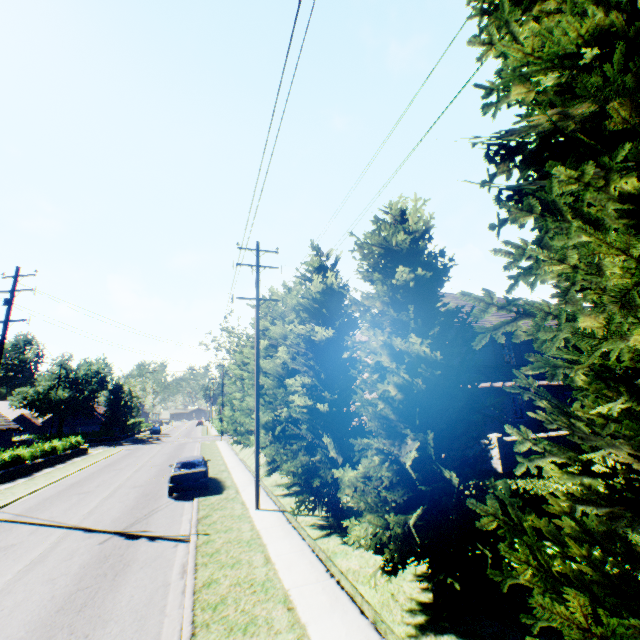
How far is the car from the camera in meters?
15.6

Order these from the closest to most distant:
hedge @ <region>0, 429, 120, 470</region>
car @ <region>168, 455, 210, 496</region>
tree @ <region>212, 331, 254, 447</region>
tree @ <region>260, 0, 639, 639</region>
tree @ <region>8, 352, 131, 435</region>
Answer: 1. tree @ <region>260, 0, 639, 639</region>
2. car @ <region>168, 455, 210, 496</region>
3. tree @ <region>212, 331, 254, 447</region>
4. hedge @ <region>0, 429, 120, 470</region>
5. tree @ <region>8, 352, 131, 435</region>

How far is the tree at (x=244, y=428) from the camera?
21.70m

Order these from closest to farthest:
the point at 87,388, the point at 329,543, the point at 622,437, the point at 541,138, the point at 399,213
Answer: the point at 622,437
the point at 541,138
the point at 399,213
the point at 329,543
the point at 87,388

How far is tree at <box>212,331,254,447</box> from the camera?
21.7m

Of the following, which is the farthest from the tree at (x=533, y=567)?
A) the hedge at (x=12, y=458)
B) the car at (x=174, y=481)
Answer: the hedge at (x=12, y=458)

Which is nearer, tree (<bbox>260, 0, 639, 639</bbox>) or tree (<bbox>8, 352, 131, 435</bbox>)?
tree (<bbox>260, 0, 639, 639</bbox>)
